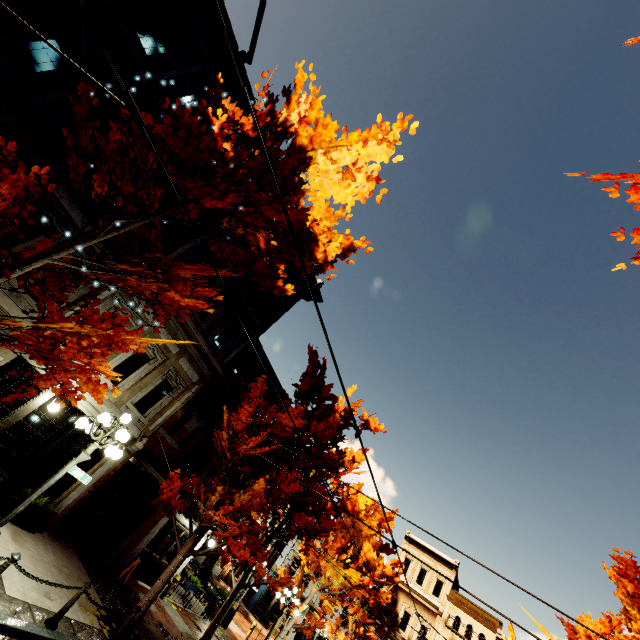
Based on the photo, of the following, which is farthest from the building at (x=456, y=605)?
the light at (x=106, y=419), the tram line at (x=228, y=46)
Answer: the tram line at (x=228, y=46)

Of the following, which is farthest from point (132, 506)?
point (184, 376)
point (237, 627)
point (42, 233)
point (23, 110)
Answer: point (23, 110)

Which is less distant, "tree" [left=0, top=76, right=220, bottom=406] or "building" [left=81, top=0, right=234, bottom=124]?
"tree" [left=0, top=76, right=220, bottom=406]

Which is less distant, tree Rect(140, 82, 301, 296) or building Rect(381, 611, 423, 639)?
tree Rect(140, 82, 301, 296)

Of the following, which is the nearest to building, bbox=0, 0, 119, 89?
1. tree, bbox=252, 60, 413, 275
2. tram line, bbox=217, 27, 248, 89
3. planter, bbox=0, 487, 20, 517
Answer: planter, bbox=0, 487, 20, 517

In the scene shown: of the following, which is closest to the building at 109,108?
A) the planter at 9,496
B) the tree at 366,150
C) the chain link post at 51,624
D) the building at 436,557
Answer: the planter at 9,496

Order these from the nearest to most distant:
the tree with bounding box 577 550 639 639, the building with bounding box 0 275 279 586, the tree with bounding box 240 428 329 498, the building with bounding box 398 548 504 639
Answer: the tree with bounding box 577 550 639 639 → the building with bounding box 0 275 279 586 → the tree with bounding box 240 428 329 498 → the building with bounding box 398 548 504 639

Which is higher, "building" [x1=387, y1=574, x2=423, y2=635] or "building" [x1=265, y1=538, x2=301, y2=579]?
"building" [x1=387, y1=574, x2=423, y2=635]
